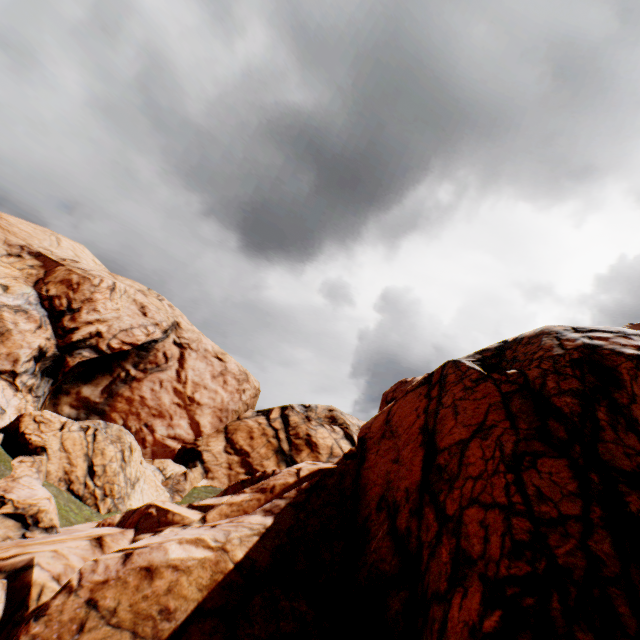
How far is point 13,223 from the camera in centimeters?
3725cm
